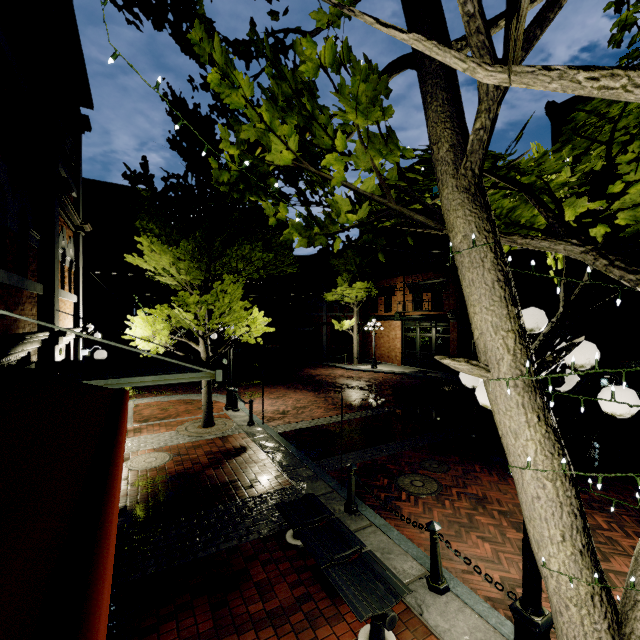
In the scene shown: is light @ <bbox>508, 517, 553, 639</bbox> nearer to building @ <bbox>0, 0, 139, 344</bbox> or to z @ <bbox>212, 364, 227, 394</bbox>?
building @ <bbox>0, 0, 139, 344</bbox>

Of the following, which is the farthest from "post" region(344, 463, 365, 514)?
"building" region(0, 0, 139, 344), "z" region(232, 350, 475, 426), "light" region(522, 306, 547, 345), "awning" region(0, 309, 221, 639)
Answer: "z" region(232, 350, 475, 426)

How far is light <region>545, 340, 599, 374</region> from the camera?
2.6m

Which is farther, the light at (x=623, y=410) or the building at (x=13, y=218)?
the building at (x=13, y=218)

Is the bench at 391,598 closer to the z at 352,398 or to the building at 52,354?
the building at 52,354

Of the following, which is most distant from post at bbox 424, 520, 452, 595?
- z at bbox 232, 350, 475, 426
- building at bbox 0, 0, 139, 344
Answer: z at bbox 232, 350, 475, 426

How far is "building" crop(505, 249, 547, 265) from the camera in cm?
1628

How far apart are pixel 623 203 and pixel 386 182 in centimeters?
182cm
